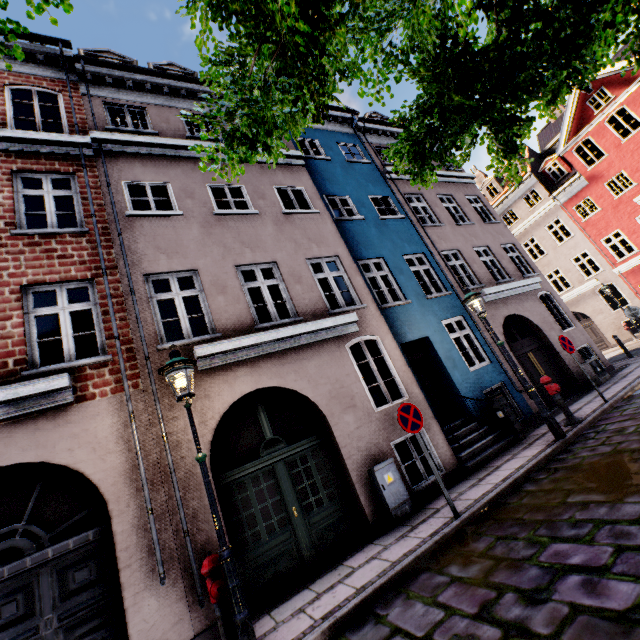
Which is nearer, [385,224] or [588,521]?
[588,521]

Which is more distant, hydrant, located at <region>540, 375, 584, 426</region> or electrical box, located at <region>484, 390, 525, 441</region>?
electrical box, located at <region>484, 390, 525, 441</region>

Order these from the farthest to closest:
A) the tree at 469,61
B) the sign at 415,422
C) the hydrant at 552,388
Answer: the hydrant at 552,388 → the sign at 415,422 → the tree at 469,61

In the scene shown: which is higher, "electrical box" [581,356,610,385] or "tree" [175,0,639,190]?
"tree" [175,0,639,190]

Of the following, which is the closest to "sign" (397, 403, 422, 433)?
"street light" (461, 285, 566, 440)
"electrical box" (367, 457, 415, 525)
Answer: "electrical box" (367, 457, 415, 525)

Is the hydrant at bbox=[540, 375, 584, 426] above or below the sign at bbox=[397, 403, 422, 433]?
below

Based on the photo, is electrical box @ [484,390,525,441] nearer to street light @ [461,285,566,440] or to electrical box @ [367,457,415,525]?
street light @ [461,285,566,440]

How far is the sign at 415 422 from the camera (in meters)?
5.64
